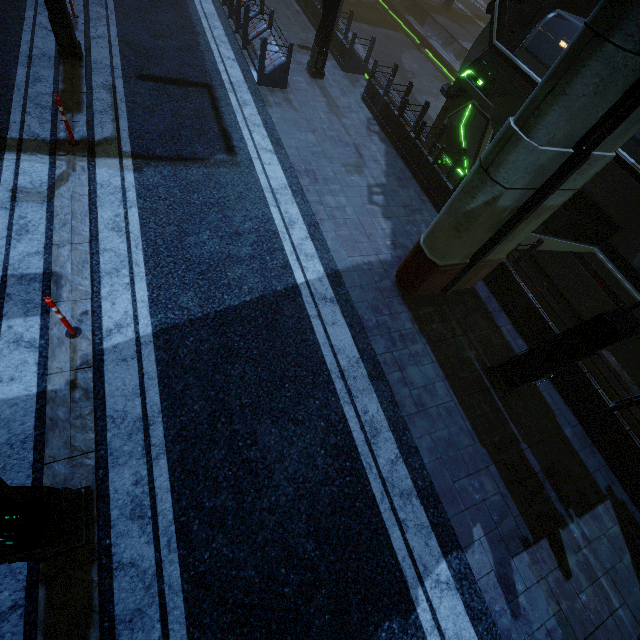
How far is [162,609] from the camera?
3.72m

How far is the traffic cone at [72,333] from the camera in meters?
4.3 m

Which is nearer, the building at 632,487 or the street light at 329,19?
the building at 632,487

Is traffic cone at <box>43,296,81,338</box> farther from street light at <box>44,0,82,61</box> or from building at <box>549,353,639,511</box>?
street light at <box>44,0,82,61</box>

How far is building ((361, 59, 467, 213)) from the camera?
9.32m

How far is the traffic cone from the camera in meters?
4.3

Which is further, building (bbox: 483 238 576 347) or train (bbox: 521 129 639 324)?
building (bbox: 483 238 576 347)

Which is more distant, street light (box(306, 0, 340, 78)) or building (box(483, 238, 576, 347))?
street light (box(306, 0, 340, 78))
